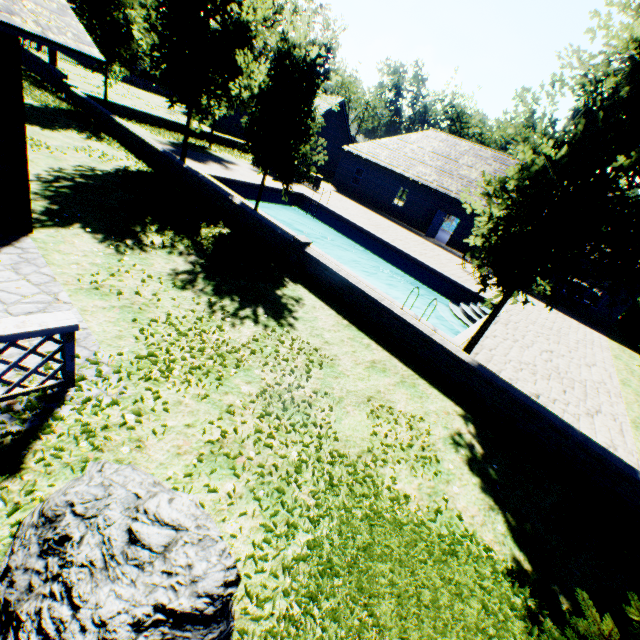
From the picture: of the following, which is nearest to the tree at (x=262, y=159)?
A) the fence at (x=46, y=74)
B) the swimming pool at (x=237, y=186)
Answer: the fence at (x=46, y=74)

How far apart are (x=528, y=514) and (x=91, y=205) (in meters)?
11.87

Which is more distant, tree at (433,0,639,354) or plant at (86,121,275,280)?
plant at (86,121,275,280)

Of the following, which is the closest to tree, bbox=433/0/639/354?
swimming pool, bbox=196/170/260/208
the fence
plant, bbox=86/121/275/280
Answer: the fence

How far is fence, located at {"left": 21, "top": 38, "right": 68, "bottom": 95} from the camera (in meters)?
19.73

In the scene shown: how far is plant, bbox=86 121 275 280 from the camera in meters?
8.8 m

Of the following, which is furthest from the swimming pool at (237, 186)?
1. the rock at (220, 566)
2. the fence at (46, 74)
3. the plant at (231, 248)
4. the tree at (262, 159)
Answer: the fence at (46, 74)

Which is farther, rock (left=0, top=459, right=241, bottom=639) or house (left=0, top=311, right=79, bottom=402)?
house (left=0, top=311, right=79, bottom=402)
